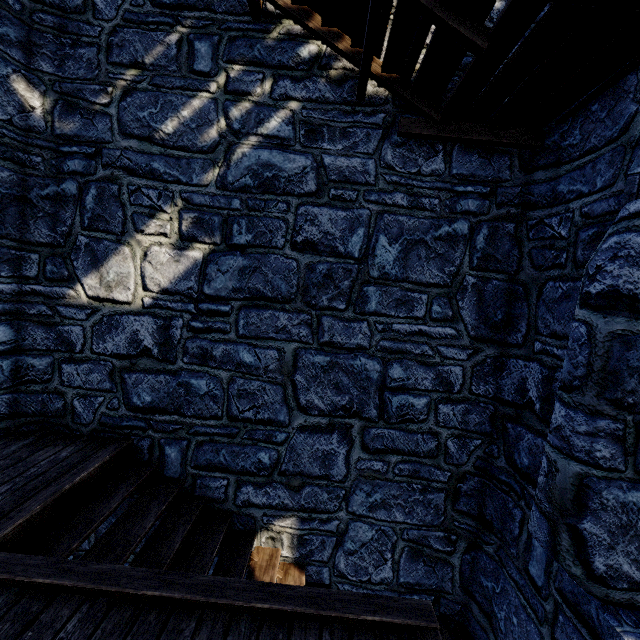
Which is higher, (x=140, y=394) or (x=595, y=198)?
(x=595, y=198)
